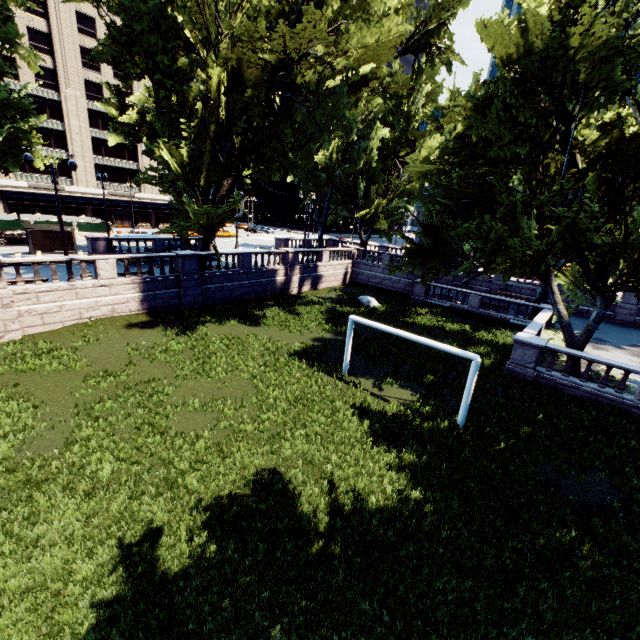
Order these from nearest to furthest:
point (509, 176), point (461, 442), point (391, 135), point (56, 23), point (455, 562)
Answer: point (455, 562)
point (461, 442)
point (509, 176)
point (391, 135)
point (56, 23)

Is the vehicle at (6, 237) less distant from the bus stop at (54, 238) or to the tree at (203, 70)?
the bus stop at (54, 238)

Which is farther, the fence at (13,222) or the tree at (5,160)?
the fence at (13,222)

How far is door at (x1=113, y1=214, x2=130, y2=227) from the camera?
56.1m

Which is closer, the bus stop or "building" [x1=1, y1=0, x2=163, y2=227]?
the bus stop

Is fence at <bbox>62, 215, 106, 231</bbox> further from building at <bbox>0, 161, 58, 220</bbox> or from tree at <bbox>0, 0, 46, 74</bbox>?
tree at <bbox>0, 0, 46, 74</bbox>

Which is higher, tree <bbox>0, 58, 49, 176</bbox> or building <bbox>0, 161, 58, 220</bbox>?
tree <bbox>0, 58, 49, 176</bbox>

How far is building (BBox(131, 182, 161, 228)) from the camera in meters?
57.1 m
